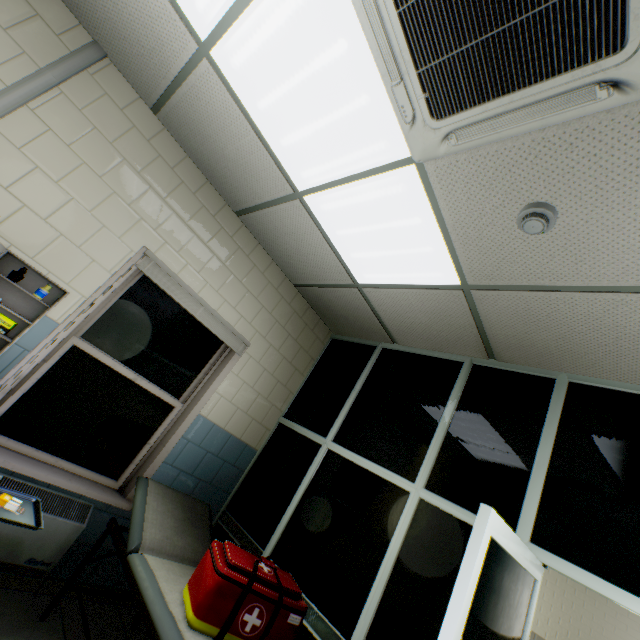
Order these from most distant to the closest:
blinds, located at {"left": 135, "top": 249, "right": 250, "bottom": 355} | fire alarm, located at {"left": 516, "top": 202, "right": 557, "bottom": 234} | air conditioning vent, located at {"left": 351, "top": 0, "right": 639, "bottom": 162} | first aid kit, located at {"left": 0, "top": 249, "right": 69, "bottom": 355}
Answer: blinds, located at {"left": 135, "top": 249, "right": 250, "bottom": 355} < first aid kit, located at {"left": 0, "top": 249, "right": 69, "bottom": 355} < fire alarm, located at {"left": 516, "top": 202, "right": 557, "bottom": 234} < air conditioning vent, located at {"left": 351, "top": 0, "right": 639, "bottom": 162}

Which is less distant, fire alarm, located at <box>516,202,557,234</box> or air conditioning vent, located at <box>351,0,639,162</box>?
air conditioning vent, located at <box>351,0,639,162</box>

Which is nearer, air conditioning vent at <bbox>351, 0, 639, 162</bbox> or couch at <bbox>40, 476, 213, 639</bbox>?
air conditioning vent at <bbox>351, 0, 639, 162</bbox>

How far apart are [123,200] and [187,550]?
2.76m

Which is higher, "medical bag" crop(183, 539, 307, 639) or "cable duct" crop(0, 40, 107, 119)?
"cable duct" crop(0, 40, 107, 119)

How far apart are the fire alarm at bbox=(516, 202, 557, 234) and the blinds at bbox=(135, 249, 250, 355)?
2.5 meters

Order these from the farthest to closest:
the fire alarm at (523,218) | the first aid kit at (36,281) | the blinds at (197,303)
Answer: the blinds at (197,303)
the first aid kit at (36,281)
the fire alarm at (523,218)

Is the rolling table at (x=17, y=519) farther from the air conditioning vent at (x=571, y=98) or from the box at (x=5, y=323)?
the air conditioning vent at (x=571, y=98)
